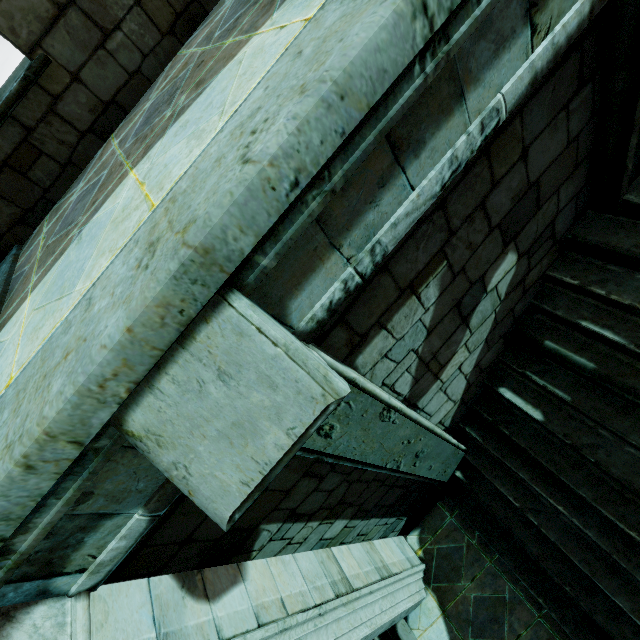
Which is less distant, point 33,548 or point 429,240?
point 33,548
